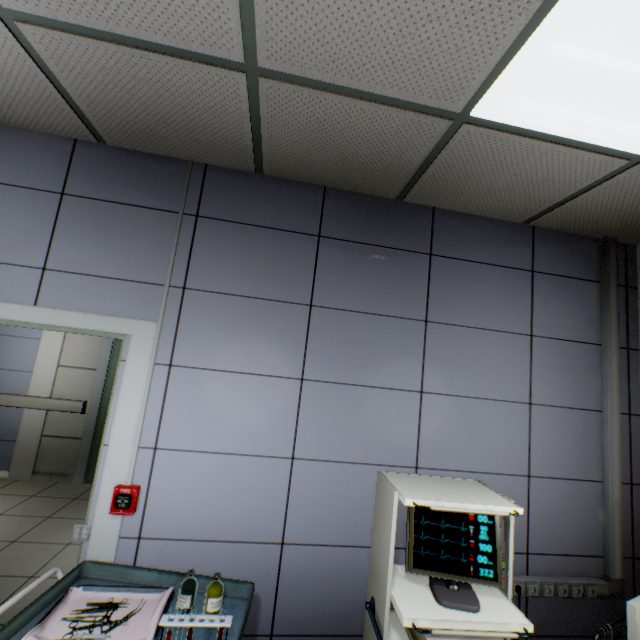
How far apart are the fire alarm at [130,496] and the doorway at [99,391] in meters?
3.2

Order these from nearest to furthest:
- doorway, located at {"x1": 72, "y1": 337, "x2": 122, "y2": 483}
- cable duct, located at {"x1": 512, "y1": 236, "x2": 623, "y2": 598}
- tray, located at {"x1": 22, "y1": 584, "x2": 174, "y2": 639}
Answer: tray, located at {"x1": 22, "y1": 584, "x2": 174, "y2": 639}
cable duct, located at {"x1": 512, "y1": 236, "x2": 623, "y2": 598}
doorway, located at {"x1": 72, "y1": 337, "x2": 122, "y2": 483}

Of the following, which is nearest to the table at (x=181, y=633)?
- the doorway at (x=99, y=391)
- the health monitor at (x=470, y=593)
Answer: the health monitor at (x=470, y=593)

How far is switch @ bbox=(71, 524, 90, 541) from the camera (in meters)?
1.77

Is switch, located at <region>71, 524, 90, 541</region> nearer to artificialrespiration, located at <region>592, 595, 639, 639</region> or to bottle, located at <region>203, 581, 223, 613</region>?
bottle, located at <region>203, 581, 223, 613</region>

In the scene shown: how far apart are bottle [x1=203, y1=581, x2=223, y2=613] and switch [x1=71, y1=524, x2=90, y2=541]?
0.87m

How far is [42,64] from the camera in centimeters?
153cm

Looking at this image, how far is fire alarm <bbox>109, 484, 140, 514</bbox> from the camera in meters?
1.8
